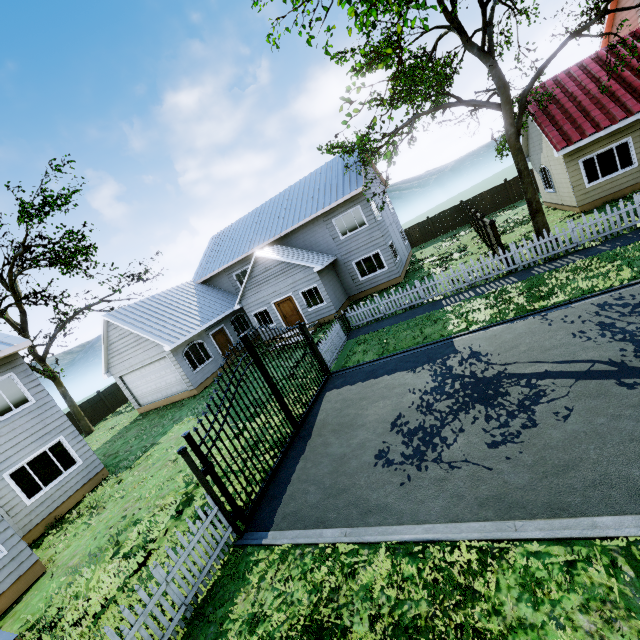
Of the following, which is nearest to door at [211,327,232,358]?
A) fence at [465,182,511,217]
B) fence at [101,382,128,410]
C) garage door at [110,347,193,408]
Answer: garage door at [110,347,193,408]

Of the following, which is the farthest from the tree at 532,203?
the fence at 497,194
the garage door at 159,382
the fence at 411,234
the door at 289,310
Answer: the garage door at 159,382

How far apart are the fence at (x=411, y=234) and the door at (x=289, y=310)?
16.7m

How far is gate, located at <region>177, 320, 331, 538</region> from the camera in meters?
6.9 m

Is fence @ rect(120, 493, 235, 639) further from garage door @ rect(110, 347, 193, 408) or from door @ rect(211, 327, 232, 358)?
door @ rect(211, 327, 232, 358)

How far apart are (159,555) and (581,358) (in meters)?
10.58

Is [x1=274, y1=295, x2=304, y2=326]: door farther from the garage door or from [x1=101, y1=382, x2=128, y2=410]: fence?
[x1=101, y1=382, x2=128, y2=410]: fence

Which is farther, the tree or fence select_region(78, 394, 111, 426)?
fence select_region(78, 394, 111, 426)
